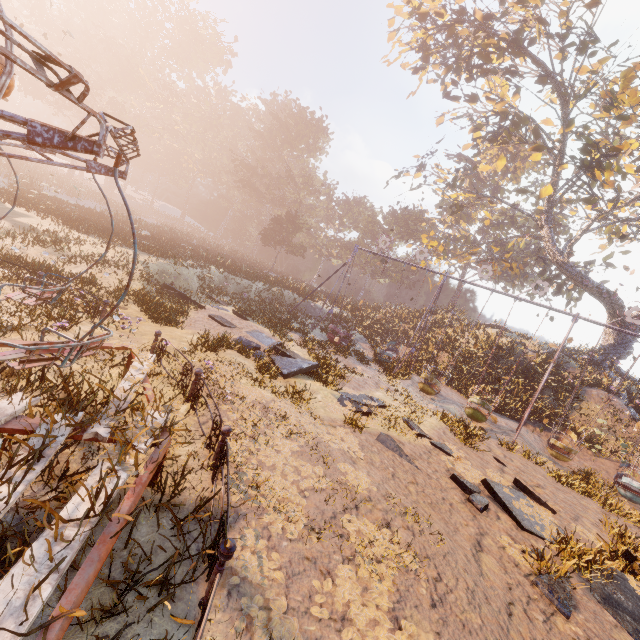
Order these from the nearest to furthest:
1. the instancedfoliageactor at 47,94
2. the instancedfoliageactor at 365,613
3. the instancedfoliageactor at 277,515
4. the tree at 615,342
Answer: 1. the instancedfoliageactor at 365,613
2. the instancedfoliageactor at 277,515
3. the tree at 615,342
4. the instancedfoliageactor at 47,94

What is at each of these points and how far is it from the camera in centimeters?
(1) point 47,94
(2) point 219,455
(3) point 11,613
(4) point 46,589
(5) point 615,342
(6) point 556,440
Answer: (1) instancedfoliageactor, 4225cm
(2) merry-go-round, 479cm
(3) merry-go-round, 203cm
(4) merry-go-round, 221cm
(5) tree, 2466cm
(6) swing, 1395cm

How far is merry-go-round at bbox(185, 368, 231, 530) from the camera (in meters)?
3.84

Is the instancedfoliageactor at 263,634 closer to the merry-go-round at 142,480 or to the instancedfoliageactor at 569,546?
the merry-go-round at 142,480

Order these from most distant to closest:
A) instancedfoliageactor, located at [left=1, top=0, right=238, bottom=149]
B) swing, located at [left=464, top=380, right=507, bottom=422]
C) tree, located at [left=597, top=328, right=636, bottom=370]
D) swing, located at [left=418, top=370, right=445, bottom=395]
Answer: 1. instancedfoliageactor, located at [left=1, top=0, right=238, bottom=149]
2. tree, located at [left=597, top=328, right=636, bottom=370]
3. swing, located at [left=418, top=370, right=445, bottom=395]
4. swing, located at [left=464, top=380, right=507, bottom=422]

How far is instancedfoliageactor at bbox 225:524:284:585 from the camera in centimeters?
360cm

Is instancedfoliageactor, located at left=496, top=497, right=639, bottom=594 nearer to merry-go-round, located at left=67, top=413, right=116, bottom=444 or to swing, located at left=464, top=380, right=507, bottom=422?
swing, located at left=464, top=380, right=507, bottom=422

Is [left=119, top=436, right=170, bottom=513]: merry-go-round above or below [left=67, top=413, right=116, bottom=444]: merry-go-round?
below
